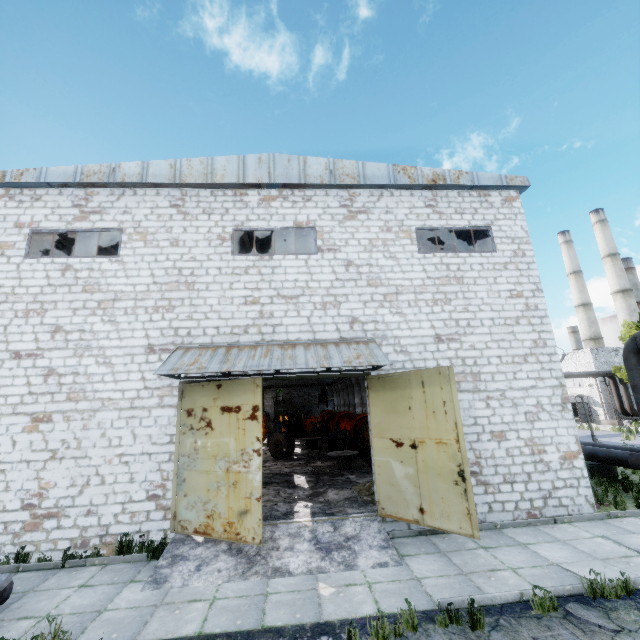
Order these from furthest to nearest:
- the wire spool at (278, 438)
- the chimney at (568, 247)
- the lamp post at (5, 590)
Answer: the chimney at (568, 247), the wire spool at (278, 438), the lamp post at (5, 590)

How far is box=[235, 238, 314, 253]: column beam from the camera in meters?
15.7 m

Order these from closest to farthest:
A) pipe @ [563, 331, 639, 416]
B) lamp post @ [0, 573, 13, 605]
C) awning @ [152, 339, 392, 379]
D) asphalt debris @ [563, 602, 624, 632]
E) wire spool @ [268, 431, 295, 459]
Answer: asphalt debris @ [563, 602, 624, 632]
lamp post @ [0, 573, 13, 605]
awning @ [152, 339, 392, 379]
pipe @ [563, 331, 639, 416]
wire spool @ [268, 431, 295, 459]

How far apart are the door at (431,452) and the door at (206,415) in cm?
329

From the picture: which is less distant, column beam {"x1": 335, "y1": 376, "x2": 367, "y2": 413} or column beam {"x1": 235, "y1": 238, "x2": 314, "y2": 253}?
column beam {"x1": 235, "y1": 238, "x2": 314, "y2": 253}

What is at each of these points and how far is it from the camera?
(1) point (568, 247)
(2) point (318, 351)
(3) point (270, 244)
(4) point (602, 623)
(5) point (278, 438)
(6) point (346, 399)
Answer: (1) chimney, 59.84m
(2) awning, 9.29m
(3) column beam, 15.90m
(4) asphalt debris, 4.84m
(5) wire spool, 19.67m
(6) column beam, 49.47m

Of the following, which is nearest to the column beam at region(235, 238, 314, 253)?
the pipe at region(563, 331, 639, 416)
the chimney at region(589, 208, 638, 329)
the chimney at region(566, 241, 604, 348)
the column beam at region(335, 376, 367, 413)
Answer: the pipe at region(563, 331, 639, 416)

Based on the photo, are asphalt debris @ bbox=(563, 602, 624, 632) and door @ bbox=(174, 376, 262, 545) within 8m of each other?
yes
